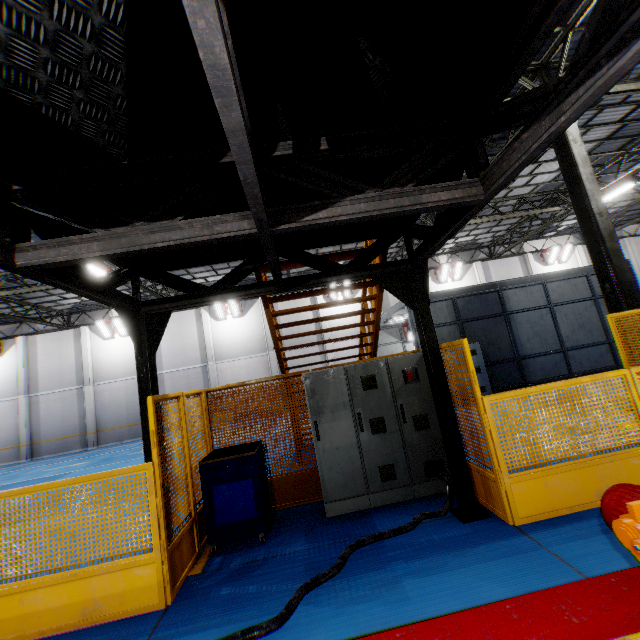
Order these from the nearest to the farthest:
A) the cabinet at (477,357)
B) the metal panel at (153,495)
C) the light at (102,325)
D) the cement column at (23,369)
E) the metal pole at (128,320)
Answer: the metal panel at (153,495) < the metal pole at (128,320) < the cabinet at (477,357) < the cement column at (23,369) < the light at (102,325)

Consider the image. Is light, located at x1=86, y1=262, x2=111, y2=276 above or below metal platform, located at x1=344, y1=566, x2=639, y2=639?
above

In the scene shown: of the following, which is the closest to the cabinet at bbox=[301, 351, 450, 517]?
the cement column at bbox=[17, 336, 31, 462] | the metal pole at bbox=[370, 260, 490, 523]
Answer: the metal pole at bbox=[370, 260, 490, 523]

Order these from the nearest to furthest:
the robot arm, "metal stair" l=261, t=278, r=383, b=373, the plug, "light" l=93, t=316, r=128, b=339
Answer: the robot arm, the plug, "metal stair" l=261, t=278, r=383, b=373, "light" l=93, t=316, r=128, b=339

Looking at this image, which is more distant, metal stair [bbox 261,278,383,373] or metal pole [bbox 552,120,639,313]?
metal pole [bbox 552,120,639,313]

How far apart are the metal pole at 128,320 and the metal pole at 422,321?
2.9 meters

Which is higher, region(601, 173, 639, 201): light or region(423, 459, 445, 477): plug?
region(601, 173, 639, 201): light

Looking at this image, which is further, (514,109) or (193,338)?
(193,338)
